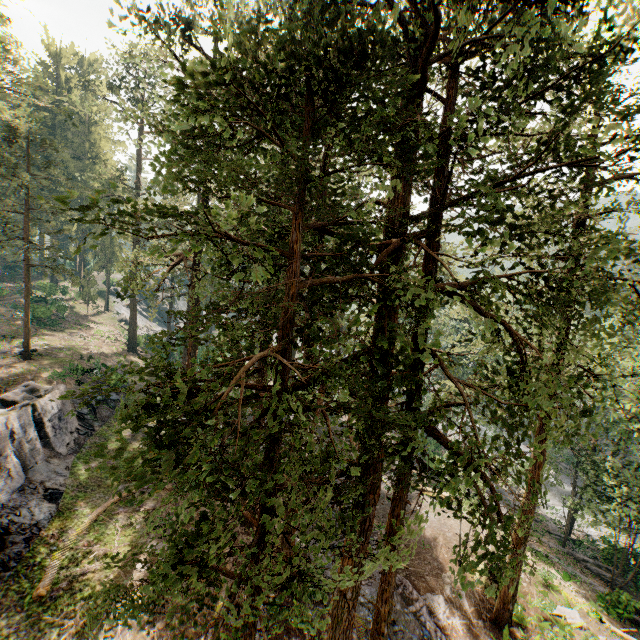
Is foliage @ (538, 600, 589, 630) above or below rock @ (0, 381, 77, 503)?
below

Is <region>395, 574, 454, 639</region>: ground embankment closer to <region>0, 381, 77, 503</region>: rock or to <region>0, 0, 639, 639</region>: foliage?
<region>0, 0, 639, 639</region>: foliage

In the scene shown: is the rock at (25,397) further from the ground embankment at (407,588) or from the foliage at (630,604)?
the ground embankment at (407,588)

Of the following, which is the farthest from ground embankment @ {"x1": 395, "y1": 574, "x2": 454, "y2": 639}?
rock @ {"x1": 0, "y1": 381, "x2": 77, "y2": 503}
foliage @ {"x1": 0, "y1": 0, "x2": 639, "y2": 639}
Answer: rock @ {"x1": 0, "y1": 381, "x2": 77, "y2": 503}

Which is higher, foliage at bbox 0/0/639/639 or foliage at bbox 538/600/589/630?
foliage at bbox 0/0/639/639

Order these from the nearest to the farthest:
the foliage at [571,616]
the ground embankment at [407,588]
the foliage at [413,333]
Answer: the foliage at [413,333] < the ground embankment at [407,588] < the foliage at [571,616]

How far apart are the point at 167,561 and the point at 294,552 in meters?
2.1 m

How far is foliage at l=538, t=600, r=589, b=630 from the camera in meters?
17.4
